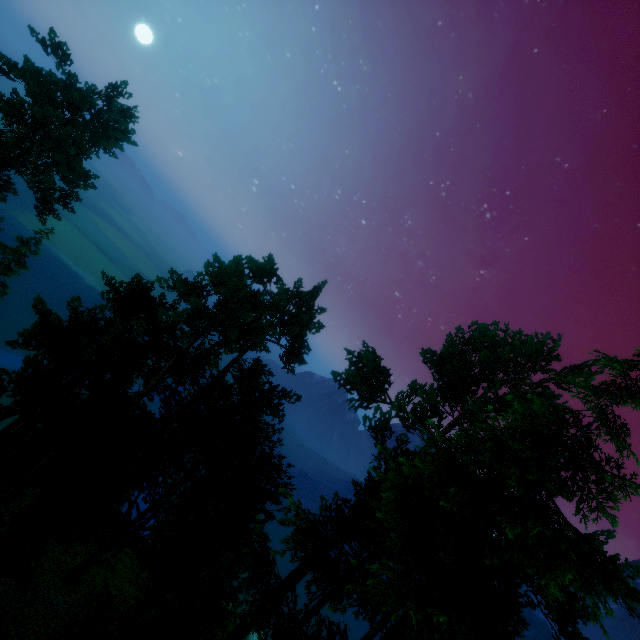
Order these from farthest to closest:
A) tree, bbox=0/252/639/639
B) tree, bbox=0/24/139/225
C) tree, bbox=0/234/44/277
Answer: tree, bbox=0/234/44/277 → tree, bbox=0/24/139/225 → tree, bbox=0/252/639/639

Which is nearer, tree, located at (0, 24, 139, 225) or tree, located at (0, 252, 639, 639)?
tree, located at (0, 252, 639, 639)

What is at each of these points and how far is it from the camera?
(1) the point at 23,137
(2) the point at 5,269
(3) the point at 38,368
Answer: (1) tree, 25.7 meters
(2) tree, 35.1 meters
(3) tree, 12.3 meters

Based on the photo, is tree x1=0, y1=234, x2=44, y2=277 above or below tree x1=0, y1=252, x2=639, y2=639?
below

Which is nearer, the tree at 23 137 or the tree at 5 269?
the tree at 23 137

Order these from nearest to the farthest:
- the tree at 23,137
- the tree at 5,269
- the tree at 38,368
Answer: the tree at 38,368, the tree at 23,137, the tree at 5,269
